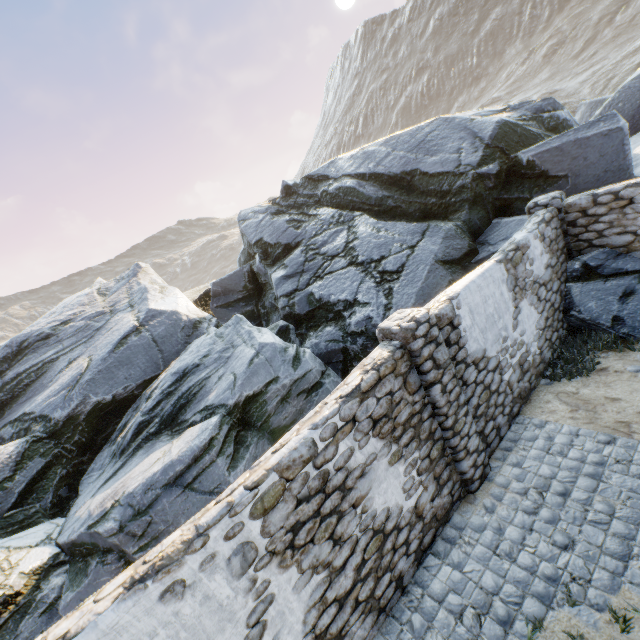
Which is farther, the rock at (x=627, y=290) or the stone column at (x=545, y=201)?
the stone column at (x=545, y=201)

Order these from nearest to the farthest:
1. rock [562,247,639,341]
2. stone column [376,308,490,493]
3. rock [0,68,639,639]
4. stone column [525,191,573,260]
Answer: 1. stone column [376,308,490,493]
2. rock [0,68,639,639]
3. rock [562,247,639,341]
4. stone column [525,191,573,260]

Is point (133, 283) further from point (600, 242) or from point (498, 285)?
point (600, 242)

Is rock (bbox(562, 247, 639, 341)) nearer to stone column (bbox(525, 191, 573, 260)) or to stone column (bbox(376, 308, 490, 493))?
stone column (bbox(525, 191, 573, 260))

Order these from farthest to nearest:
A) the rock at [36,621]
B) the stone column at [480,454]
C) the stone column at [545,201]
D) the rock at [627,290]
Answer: the stone column at [545,201]
the rock at [627,290]
the rock at [36,621]
the stone column at [480,454]

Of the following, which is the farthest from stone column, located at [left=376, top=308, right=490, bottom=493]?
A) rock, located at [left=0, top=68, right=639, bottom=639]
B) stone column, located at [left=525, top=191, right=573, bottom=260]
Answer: stone column, located at [left=525, top=191, right=573, bottom=260]
